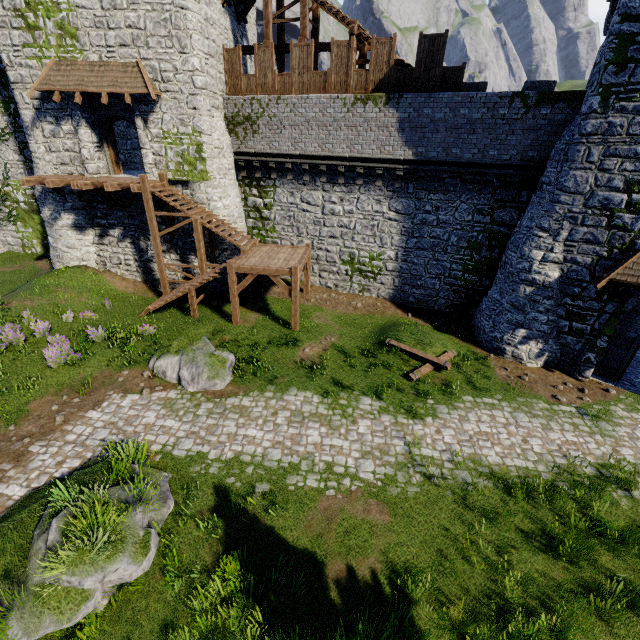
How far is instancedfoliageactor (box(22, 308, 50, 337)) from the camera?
13.6m

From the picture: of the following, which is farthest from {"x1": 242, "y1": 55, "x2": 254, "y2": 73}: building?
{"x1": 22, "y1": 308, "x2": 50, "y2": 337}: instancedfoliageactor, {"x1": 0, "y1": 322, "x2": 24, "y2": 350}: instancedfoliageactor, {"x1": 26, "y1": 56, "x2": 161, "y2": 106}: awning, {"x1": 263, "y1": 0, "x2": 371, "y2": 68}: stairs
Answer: {"x1": 0, "y1": 322, "x2": 24, "y2": 350}: instancedfoliageactor

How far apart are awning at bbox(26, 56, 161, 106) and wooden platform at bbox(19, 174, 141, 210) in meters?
3.1

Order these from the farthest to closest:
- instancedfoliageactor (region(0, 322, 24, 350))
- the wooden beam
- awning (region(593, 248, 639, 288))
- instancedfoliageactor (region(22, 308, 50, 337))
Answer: instancedfoliageactor (region(22, 308, 50, 337))
the wooden beam
instancedfoliageactor (region(0, 322, 24, 350))
awning (region(593, 248, 639, 288))

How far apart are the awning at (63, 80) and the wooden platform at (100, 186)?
3.09m

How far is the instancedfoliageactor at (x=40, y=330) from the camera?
13.6m

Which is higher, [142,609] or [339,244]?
[339,244]

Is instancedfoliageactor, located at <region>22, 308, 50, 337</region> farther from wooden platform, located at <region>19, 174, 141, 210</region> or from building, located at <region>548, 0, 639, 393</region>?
building, located at <region>548, 0, 639, 393</region>
